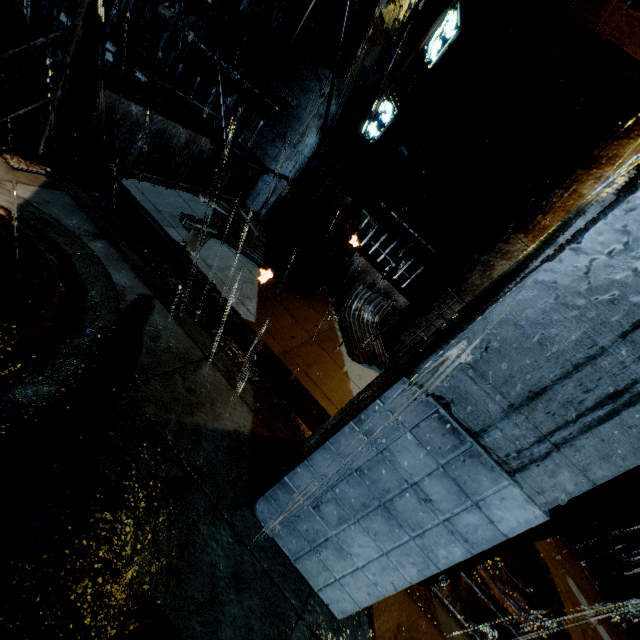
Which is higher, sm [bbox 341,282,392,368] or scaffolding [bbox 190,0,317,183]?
scaffolding [bbox 190,0,317,183]

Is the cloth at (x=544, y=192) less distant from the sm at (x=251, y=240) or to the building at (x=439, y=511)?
the building at (x=439, y=511)

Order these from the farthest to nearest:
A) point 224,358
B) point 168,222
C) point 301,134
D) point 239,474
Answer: point 301,134 < point 168,222 < point 224,358 < point 239,474

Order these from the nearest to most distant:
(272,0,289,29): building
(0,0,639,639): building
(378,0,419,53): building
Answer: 1. (0,0,639,639): building
2. (378,0,419,53): building
3. (272,0,289,29): building

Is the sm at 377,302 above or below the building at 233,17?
below

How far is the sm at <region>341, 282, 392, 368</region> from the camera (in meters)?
5.85

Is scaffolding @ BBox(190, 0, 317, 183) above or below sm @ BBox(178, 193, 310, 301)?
above

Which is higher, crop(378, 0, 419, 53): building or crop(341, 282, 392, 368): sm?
crop(378, 0, 419, 53): building
